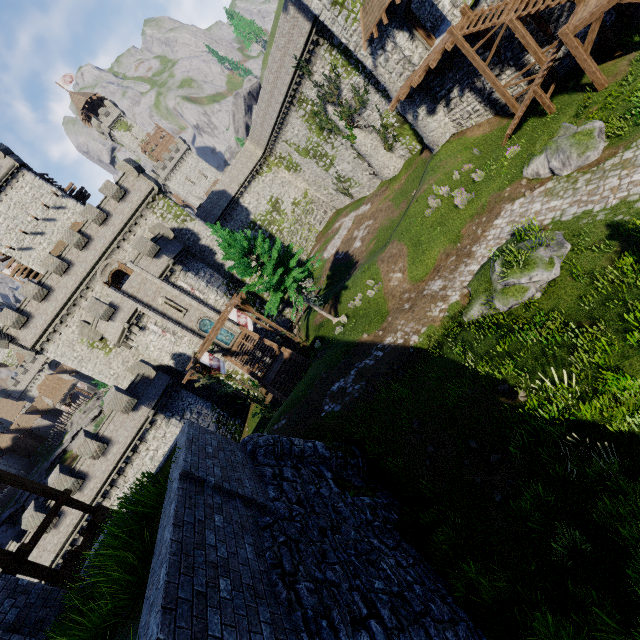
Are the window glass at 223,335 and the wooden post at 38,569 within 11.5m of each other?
no

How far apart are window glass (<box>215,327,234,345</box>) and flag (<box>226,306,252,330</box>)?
9.9 meters

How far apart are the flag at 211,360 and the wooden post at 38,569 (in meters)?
13.28

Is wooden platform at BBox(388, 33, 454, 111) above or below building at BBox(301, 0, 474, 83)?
→ below

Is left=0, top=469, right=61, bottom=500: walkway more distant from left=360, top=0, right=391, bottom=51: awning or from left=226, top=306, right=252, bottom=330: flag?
left=360, top=0, right=391, bottom=51: awning

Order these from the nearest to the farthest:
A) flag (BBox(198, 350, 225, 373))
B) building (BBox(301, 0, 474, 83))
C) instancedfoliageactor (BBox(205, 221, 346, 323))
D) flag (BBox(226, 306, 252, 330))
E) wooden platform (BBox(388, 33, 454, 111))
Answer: wooden platform (BBox(388, 33, 454, 111)) → building (BBox(301, 0, 474, 83)) → instancedfoliageactor (BBox(205, 221, 346, 323)) → flag (BBox(198, 350, 225, 373)) → flag (BBox(226, 306, 252, 330))

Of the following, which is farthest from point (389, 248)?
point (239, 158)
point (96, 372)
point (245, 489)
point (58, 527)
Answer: A: point (58, 527)

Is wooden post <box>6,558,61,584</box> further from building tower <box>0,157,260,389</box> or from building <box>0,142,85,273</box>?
building <box>0,142,85,273</box>
